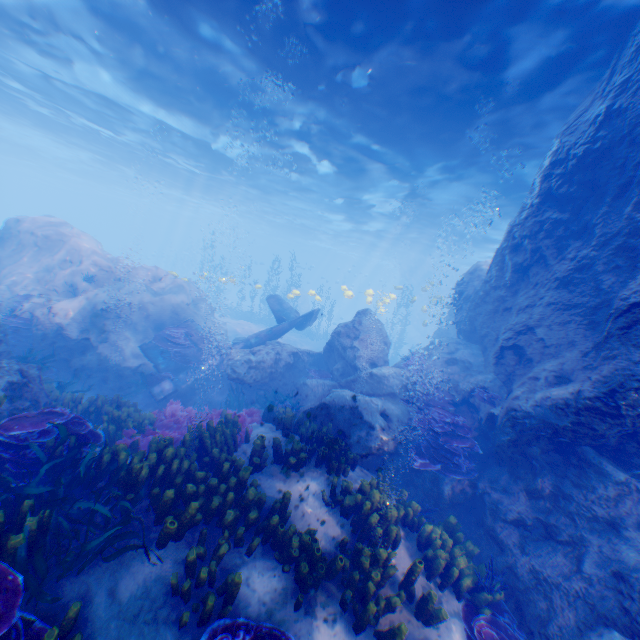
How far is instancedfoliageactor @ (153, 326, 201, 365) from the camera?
13.6 meters

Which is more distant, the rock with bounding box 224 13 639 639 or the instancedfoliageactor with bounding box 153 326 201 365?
the instancedfoliageactor with bounding box 153 326 201 365

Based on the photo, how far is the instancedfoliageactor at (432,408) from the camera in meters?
7.7 m

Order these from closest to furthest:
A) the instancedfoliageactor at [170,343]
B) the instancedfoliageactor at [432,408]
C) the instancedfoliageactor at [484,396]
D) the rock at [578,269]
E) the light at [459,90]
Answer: the rock at [578,269], the instancedfoliageactor at [432,408], the light at [459,90], the instancedfoliageactor at [484,396], the instancedfoliageactor at [170,343]

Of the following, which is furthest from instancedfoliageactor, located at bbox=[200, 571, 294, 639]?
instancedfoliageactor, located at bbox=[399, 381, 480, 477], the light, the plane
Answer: the light

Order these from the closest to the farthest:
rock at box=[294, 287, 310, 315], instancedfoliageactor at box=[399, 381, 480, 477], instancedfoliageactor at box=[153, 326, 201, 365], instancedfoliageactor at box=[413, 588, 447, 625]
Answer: instancedfoliageactor at box=[413, 588, 447, 625] < instancedfoliageactor at box=[399, 381, 480, 477] < instancedfoliageactor at box=[153, 326, 201, 365] < rock at box=[294, 287, 310, 315]

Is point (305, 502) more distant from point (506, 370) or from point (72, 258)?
point (72, 258)
